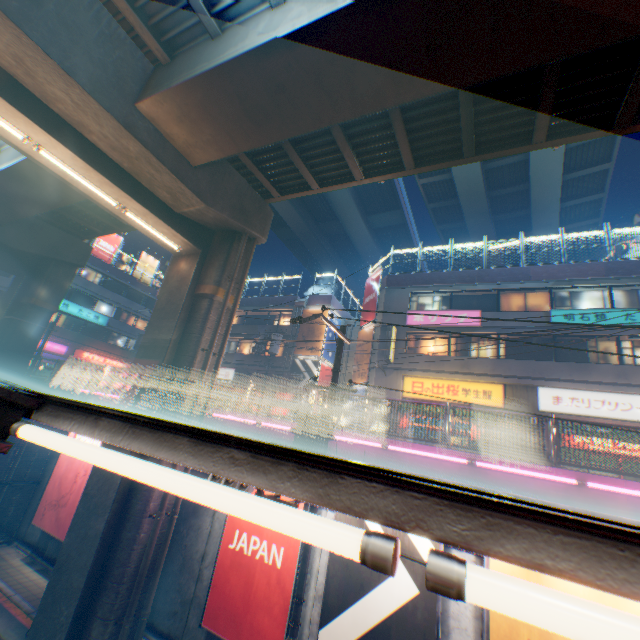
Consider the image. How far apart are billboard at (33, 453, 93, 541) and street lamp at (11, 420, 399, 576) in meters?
14.2

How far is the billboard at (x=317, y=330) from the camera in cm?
2756

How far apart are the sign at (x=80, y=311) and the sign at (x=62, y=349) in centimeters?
309cm

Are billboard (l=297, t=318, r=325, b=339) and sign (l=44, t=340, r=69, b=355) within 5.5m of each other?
no

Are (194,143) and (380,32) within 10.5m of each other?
yes

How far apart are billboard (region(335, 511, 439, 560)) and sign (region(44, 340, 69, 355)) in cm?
3788

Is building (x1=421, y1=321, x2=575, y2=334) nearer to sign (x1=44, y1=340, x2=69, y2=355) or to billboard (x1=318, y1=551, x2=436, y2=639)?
billboard (x1=318, y1=551, x2=436, y2=639)

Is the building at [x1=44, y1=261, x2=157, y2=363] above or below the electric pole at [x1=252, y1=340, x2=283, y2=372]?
below
